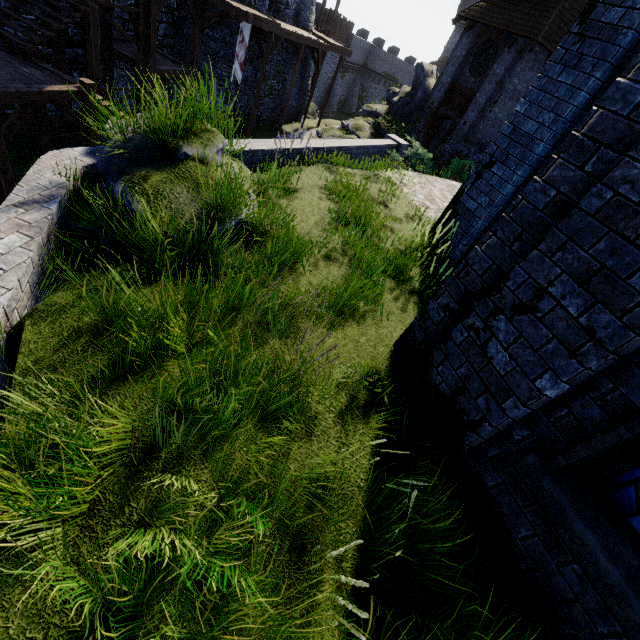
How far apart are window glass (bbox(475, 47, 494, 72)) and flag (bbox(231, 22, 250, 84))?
14.0m

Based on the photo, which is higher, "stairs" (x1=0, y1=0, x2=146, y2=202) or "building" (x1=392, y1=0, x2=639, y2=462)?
"building" (x1=392, y1=0, x2=639, y2=462)

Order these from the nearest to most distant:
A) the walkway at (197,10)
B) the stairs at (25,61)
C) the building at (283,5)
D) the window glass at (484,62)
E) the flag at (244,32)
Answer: the stairs at (25,61) → the walkway at (197,10) → the flag at (244,32) → the building at (283,5) → the window glass at (484,62)

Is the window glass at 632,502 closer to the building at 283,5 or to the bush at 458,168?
the bush at 458,168

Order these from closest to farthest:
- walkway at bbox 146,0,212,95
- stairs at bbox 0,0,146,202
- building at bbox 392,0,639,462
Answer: building at bbox 392,0,639,462
stairs at bbox 0,0,146,202
walkway at bbox 146,0,212,95

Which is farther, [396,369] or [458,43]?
[458,43]

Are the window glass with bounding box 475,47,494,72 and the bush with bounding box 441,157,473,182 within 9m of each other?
yes

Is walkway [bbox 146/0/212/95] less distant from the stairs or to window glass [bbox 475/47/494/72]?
the stairs
